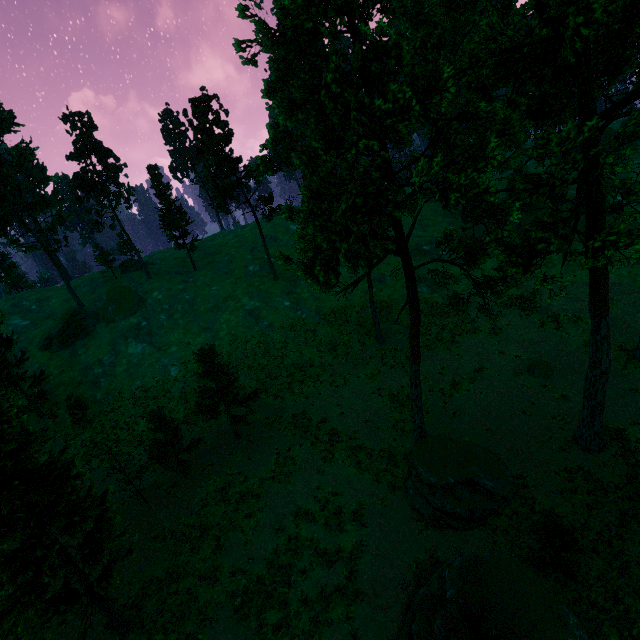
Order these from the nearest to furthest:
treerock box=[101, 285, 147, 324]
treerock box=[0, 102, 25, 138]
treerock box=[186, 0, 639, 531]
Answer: treerock box=[186, 0, 639, 531]
treerock box=[101, 285, 147, 324]
treerock box=[0, 102, 25, 138]

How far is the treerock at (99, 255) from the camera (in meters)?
51.34

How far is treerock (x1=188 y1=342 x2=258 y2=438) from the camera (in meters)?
23.69

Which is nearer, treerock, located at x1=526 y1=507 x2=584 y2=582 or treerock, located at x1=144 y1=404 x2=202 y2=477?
treerock, located at x1=526 y1=507 x2=584 y2=582

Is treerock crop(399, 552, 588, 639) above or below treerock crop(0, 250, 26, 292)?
below

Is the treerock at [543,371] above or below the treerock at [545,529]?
below

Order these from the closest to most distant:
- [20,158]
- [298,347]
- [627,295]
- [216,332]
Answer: [627,295], [298,347], [216,332], [20,158]
